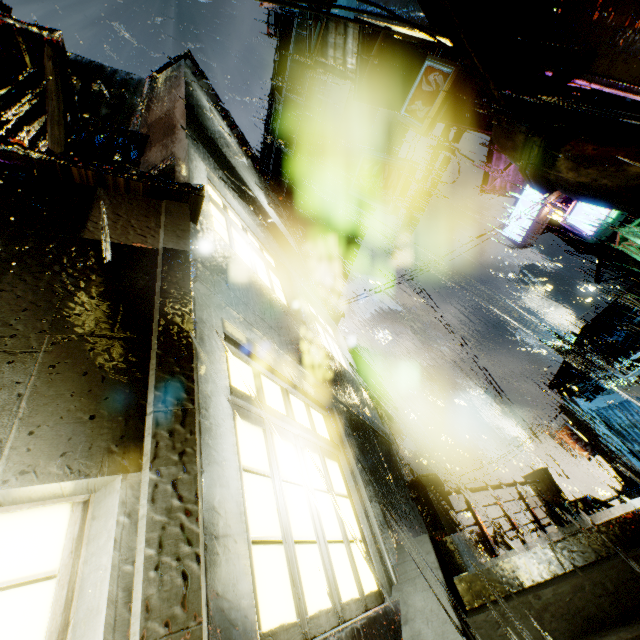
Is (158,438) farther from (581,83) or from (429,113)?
(581,83)

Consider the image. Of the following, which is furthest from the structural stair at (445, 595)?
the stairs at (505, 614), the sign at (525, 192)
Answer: the sign at (525, 192)

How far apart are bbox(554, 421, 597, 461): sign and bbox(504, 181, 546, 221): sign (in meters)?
13.03

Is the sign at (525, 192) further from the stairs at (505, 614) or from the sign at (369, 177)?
the stairs at (505, 614)

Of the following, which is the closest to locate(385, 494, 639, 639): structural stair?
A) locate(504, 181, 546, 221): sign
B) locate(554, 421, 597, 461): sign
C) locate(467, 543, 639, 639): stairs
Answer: locate(467, 543, 639, 639): stairs

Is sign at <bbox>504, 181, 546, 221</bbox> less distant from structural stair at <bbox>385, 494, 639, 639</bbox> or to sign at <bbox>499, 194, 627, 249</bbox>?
sign at <bbox>499, 194, 627, 249</bbox>

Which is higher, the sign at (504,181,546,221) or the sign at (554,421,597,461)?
the sign at (504,181,546,221)

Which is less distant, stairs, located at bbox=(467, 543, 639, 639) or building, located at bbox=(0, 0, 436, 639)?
building, located at bbox=(0, 0, 436, 639)
